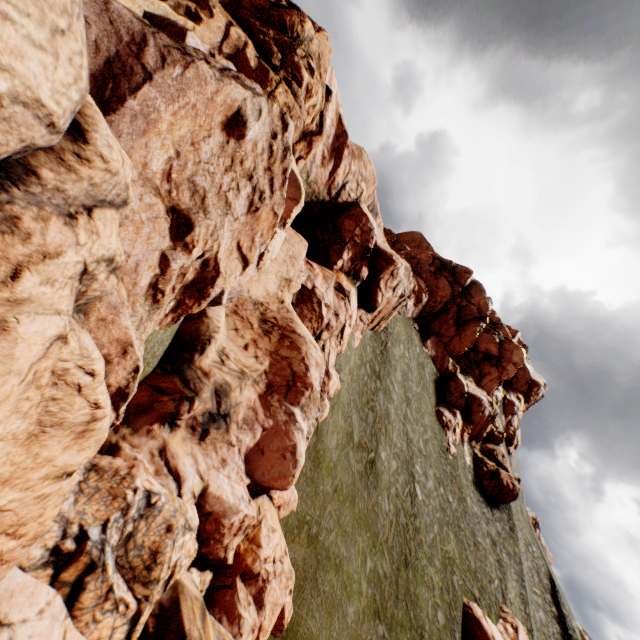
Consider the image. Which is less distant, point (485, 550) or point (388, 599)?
point (388, 599)

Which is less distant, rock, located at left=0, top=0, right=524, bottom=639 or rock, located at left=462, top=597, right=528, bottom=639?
rock, located at left=0, top=0, right=524, bottom=639

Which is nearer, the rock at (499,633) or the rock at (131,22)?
the rock at (131,22)
